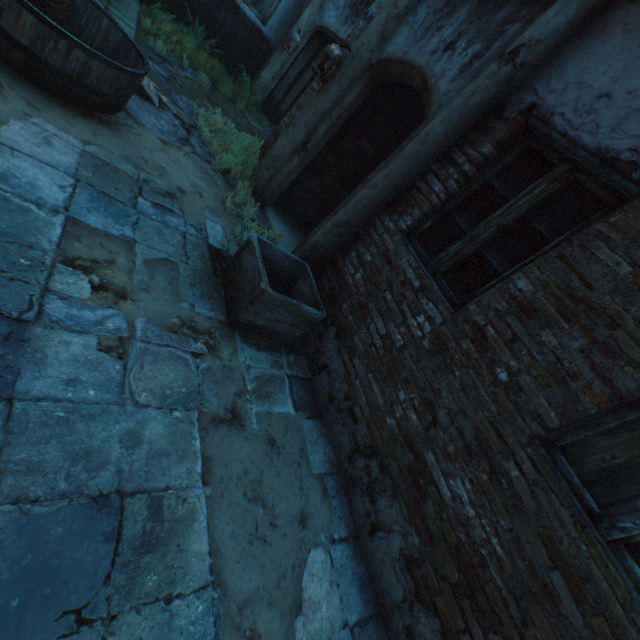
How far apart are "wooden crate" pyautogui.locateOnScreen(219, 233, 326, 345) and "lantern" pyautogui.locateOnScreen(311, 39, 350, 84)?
2.5m

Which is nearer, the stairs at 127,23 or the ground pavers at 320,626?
the ground pavers at 320,626

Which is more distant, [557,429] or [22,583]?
[557,429]

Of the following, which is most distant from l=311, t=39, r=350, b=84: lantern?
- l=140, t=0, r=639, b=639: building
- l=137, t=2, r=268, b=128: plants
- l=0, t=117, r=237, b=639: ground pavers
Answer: l=137, t=2, r=268, b=128: plants

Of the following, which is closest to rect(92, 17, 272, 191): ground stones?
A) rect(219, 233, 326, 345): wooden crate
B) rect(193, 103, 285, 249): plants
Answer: rect(193, 103, 285, 249): plants

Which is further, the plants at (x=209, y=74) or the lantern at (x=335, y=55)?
the plants at (x=209, y=74)

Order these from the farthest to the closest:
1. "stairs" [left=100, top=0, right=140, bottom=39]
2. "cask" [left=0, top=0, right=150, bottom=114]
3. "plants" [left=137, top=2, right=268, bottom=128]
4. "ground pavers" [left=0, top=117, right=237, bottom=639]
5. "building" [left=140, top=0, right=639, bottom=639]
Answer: "plants" [left=137, top=2, right=268, bottom=128] → "stairs" [left=100, top=0, right=140, bottom=39] → "cask" [left=0, top=0, right=150, bottom=114] → "building" [left=140, top=0, right=639, bottom=639] → "ground pavers" [left=0, top=117, right=237, bottom=639]

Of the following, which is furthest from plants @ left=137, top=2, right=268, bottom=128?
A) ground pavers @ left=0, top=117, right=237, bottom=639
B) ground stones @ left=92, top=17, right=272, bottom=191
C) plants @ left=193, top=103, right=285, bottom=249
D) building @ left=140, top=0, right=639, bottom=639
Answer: ground pavers @ left=0, top=117, right=237, bottom=639
